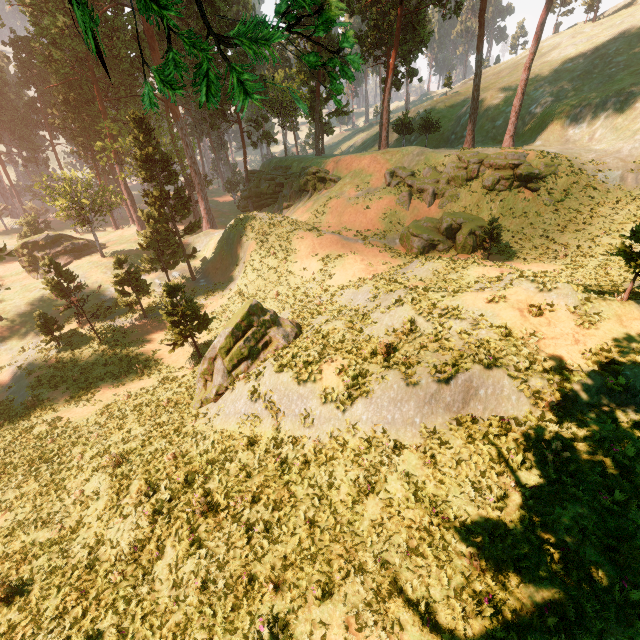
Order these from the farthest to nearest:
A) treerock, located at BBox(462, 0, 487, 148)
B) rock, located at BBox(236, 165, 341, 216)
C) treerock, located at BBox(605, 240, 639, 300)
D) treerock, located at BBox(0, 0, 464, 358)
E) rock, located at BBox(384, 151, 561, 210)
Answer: rock, located at BBox(236, 165, 341, 216)
treerock, located at BBox(462, 0, 487, 148)
rock, located at BBox(384, 151, 561, 210)
treerock, located at BBox(605, 240, 639, 300)
treerock, located at BBox(0, 0, 464, 358)

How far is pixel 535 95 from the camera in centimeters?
4091cm

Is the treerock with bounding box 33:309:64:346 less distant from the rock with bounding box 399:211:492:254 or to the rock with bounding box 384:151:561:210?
the rock with bounding box 384:151:561:210

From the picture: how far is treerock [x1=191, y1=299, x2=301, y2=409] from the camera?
15.7 meters

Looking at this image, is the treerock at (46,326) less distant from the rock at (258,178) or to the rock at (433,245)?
the rock at (258,178)

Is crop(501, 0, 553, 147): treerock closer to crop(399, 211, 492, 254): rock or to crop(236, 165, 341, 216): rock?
crop(236, 165, 341, 216): rock

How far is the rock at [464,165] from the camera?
27.8 meters
